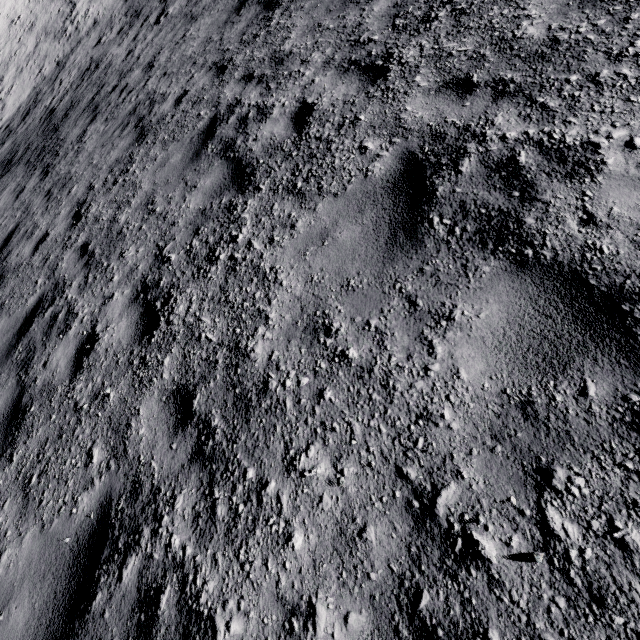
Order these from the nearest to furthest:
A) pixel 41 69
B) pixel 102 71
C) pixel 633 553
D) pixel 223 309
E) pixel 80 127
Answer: pixel 633 553 < pixel 223 309 < pixel 80 127 < pixel 102 71 < pixel 41 69
